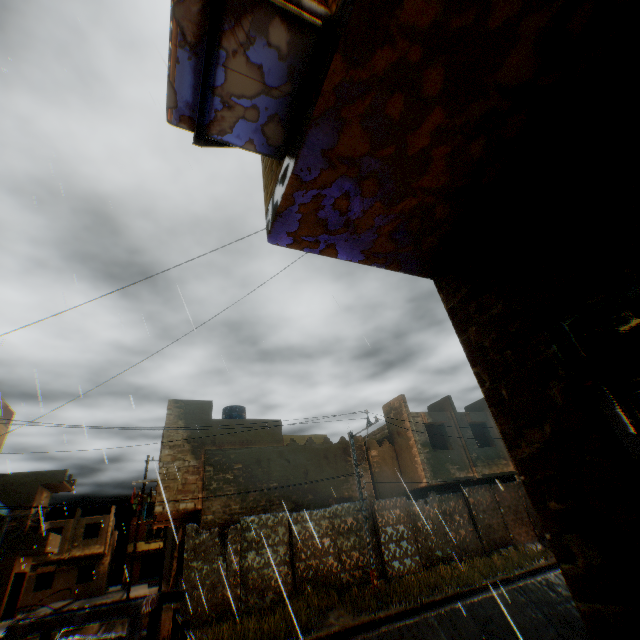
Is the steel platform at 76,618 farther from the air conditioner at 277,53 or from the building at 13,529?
the air conditioner at 277,53

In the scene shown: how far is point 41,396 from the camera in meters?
5.1 m

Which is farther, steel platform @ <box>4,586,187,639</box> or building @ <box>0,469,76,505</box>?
building @ <box>0,469,76,505</box>

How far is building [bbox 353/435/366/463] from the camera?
18.17m

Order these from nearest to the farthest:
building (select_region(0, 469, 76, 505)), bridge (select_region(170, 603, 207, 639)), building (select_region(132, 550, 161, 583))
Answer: bridge (select_region(170, 603, 207, 639)) < building (select_region(0, 469, 76, 505)) < building (select_region(132, 550, 161, 583))

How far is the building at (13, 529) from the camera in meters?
24.6

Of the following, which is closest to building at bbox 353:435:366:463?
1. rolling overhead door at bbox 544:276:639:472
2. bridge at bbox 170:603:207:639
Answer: rolling overhead door at bbox 544:276:639:472
